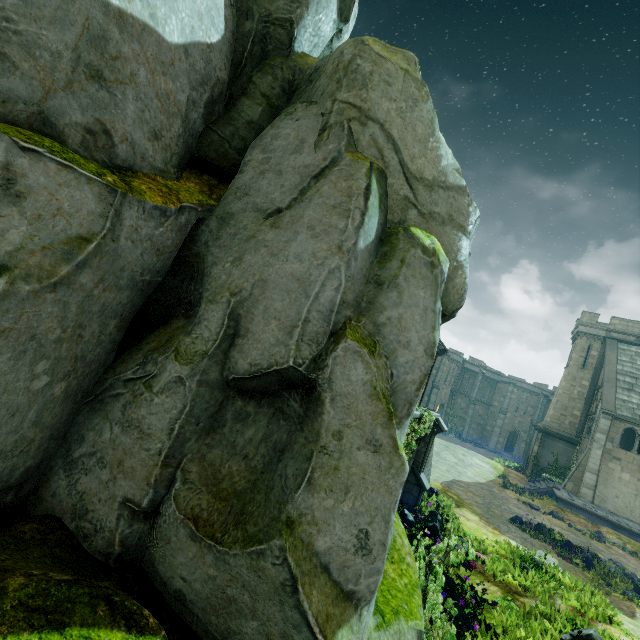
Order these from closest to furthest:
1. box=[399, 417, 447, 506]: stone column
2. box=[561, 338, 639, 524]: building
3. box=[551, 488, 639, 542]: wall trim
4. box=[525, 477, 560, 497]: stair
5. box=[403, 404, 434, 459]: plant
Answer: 1. box=[403, 404, 434, 459]: plant
2. box=[399, 417, 447, 506]: stone column
3. box=[551, 488, 639, 542]: wall trim
4. box=[561, 338, 639, 524]: building
5. box=[525, 477, 560, 497]: stair

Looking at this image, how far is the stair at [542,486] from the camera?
23.5m

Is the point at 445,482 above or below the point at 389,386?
below

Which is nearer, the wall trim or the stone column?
the stone column

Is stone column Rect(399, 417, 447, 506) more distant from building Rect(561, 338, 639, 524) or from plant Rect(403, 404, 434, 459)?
building Rect(561, 338, 639, 524)

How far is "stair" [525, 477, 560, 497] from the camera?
23.47m

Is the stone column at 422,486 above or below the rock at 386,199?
below

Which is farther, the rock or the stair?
the stair
